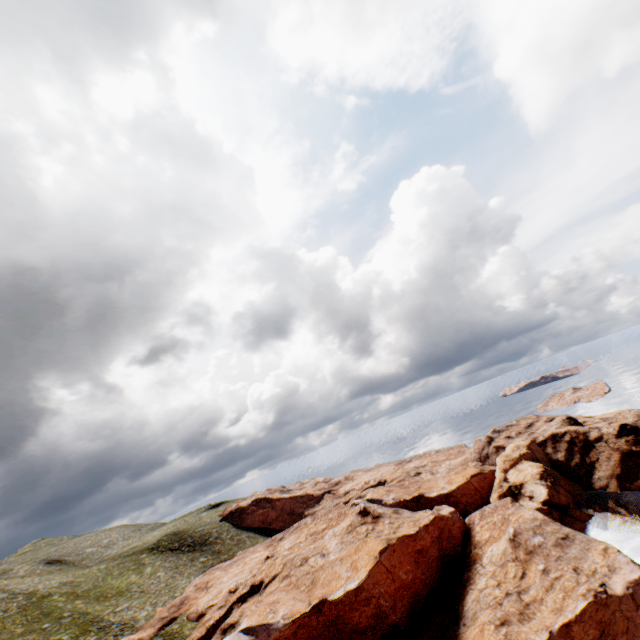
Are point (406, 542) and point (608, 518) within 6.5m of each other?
no
